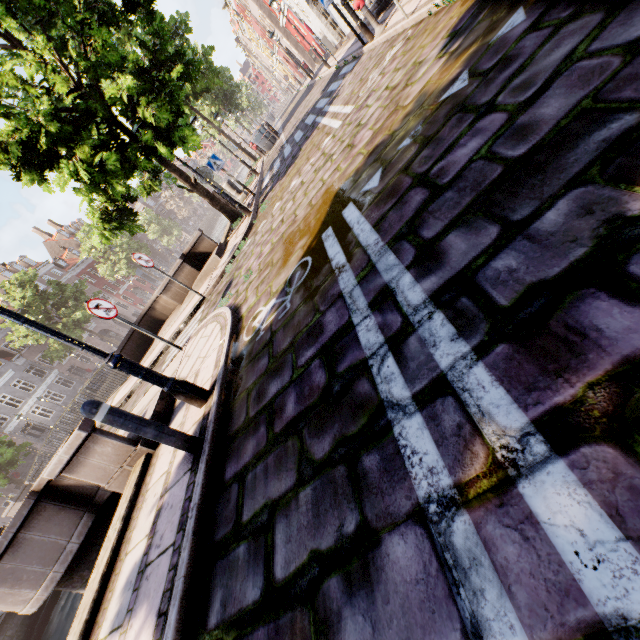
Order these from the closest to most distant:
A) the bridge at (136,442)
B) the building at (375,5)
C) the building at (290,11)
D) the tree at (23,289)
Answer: the bridge at (136,442) → the building at (375,5) → the building at (290,11) → the tree at (23,289)

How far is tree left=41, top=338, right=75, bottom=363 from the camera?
27.3m

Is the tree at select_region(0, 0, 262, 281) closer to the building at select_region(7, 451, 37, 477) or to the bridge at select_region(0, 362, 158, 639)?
the bridge at select_region(0, 362, 158, 639)

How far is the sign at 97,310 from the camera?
6.1 meters

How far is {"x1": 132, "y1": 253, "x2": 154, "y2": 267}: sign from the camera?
8.02m

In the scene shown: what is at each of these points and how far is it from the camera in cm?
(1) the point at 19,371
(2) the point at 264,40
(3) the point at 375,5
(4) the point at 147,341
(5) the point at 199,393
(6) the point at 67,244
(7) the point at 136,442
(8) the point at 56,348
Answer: (1) building, 3206
(2) building, 3956
(3) building, 1123
(4) bridge, 1278
(5) street light, 386
(6) building, 5041
(7) bridge, 447
(8) tree, 2738

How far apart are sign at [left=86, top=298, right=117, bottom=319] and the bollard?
3.9m

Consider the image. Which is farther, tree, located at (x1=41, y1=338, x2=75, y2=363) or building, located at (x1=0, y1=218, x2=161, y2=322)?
building, located at (x1=0, y1=218, x2=161, y2=322)
